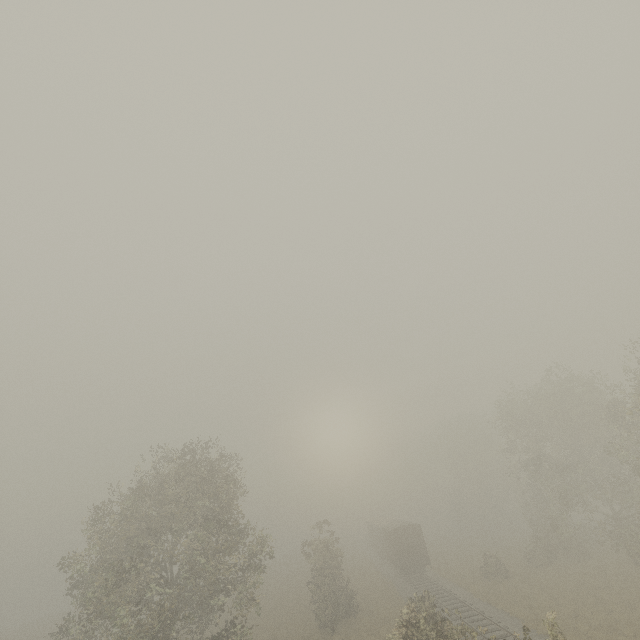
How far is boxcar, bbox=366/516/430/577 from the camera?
34.3 meters

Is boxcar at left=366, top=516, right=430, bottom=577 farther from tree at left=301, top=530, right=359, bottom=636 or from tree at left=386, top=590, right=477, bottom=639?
tree at left=386, top=590, right=477, bottom=639

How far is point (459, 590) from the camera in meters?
29.3 m

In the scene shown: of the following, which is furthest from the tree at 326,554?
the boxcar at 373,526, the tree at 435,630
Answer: the boxcar at 373,526

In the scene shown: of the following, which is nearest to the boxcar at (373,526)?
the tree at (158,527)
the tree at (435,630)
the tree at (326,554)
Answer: the tree at (326,554)

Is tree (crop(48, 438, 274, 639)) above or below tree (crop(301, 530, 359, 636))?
above

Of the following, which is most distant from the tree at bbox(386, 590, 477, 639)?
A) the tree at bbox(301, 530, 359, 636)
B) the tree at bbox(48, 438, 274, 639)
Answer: the tree at bbox(48, 438, 274, 639)
